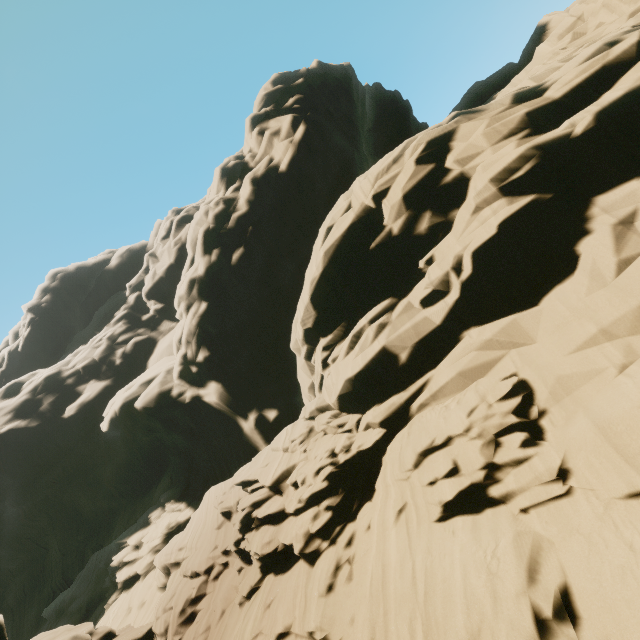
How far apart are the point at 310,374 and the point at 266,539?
9.2 meters
